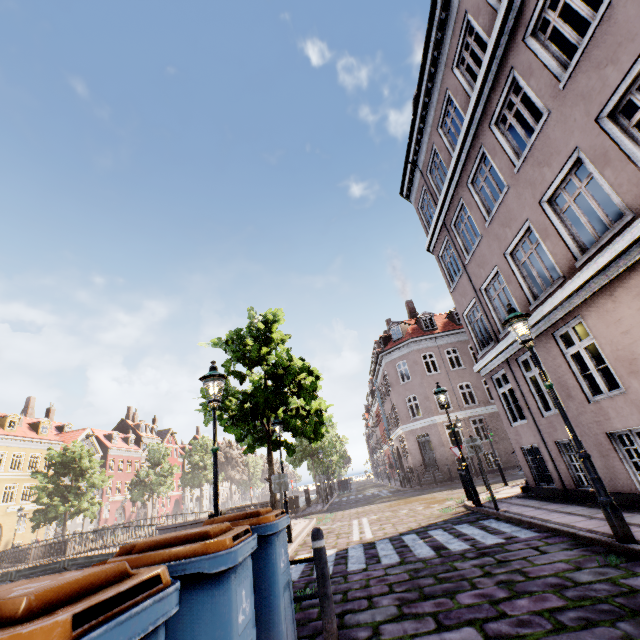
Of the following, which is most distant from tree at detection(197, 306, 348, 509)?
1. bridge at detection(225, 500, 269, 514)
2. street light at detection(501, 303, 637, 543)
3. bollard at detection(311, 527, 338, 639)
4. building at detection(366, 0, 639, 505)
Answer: bollard at detection(311, 527, 338, 639)

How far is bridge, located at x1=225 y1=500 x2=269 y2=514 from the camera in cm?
1447

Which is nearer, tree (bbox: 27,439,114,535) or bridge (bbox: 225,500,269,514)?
bridge (bbox: 225,500,269,514)

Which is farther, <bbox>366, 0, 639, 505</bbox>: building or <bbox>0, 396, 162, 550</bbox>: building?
<bbox>0, 396, 162, 550</bbox>: building

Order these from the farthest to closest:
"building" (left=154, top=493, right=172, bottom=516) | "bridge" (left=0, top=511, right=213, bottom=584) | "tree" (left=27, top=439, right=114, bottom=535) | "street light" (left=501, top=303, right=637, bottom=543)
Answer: "building" (left=154, top=493, right=172, bottom=516) → "tree" (left=27, top=439, right=114, bottom=535) → "bridge" (left=0, top=511, right=213, bottom=584) → "street light" (left=501, top=303, right=637, bottom=543)

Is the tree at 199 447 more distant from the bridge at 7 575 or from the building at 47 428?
the building at 47 428

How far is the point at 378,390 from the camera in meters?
42.2 m
